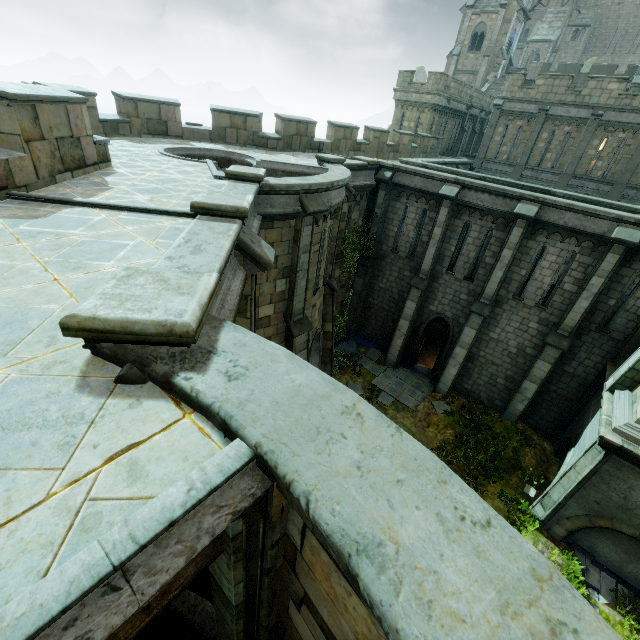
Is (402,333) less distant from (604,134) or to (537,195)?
(537,195)

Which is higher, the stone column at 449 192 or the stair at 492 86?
the stair at 492 86

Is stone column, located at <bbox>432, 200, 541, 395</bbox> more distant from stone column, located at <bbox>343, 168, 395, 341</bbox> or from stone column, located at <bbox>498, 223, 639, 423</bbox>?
stone column, located at <bbox>343, 168, 395, 341</bbox>

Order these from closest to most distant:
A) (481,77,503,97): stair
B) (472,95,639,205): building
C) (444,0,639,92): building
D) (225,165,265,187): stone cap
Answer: (225,165,265,187): stone cap, (472,95,639,205): building, (444,0,639,92): building, (481,77,503,97): stair

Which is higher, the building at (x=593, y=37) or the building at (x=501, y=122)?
the building at (x=593, y=37)

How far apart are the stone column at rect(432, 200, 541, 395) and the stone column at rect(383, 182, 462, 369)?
2.3 meters

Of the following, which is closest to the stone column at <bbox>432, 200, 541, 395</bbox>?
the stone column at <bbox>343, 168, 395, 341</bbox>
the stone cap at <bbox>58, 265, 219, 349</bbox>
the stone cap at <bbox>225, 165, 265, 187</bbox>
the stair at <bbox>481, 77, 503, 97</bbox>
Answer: the stone column at <bbox>343, 168, 395, 341</bbox>

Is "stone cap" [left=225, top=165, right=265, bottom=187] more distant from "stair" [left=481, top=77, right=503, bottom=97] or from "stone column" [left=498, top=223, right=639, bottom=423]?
"stair" [left=481, top=77, right=503, bottom=97]
